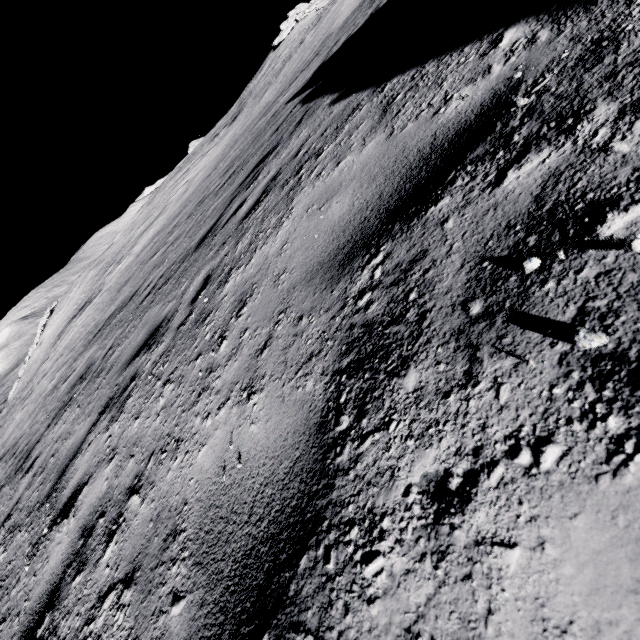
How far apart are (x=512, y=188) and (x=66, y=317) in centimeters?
3028cm
